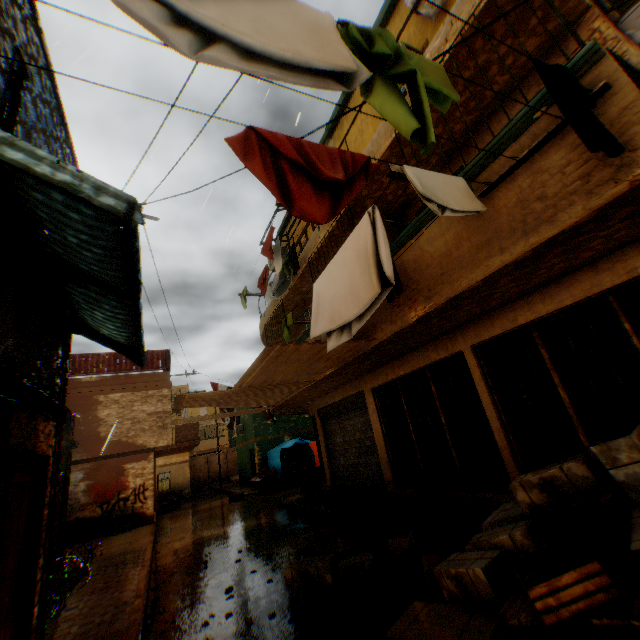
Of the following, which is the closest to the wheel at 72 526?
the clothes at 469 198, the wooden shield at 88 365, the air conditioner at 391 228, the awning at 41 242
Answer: the wooden shield at 88 365

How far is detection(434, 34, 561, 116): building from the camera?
3.3m

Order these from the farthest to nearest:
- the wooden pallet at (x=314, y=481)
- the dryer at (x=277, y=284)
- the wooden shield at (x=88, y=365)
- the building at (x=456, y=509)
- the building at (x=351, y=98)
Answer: the wooden shield at (x=88, y=365), the wooden pallet at (x=314, y=481), the building at (x=351, y=98), the dryer at (x=277, y=284), the building at (x=456, y=509)

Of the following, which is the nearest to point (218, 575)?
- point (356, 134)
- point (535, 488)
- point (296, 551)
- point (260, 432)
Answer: point (296, 551)

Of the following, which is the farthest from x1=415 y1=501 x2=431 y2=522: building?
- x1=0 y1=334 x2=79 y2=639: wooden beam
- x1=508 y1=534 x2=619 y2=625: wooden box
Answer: x1=508 y1=534 x2=619 y2=625: wooden box

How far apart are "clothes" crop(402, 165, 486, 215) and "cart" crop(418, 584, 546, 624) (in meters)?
2.47

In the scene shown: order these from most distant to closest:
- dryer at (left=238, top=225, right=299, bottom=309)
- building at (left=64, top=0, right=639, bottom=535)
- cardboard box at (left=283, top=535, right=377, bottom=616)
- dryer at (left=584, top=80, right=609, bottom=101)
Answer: dryer at (left=238, top=225, right=299, bottom=309), cardboard box at (left=283, top=535, right=377, bottom=616), building at (left=64, top=0, right=639, bottom=535), dryer at (left=584, top=80, right=609, bottom=101)

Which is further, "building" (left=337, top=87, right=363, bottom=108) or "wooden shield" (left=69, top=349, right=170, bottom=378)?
"wooden shield" (left=69, top=349, right=170, bottom=378)
